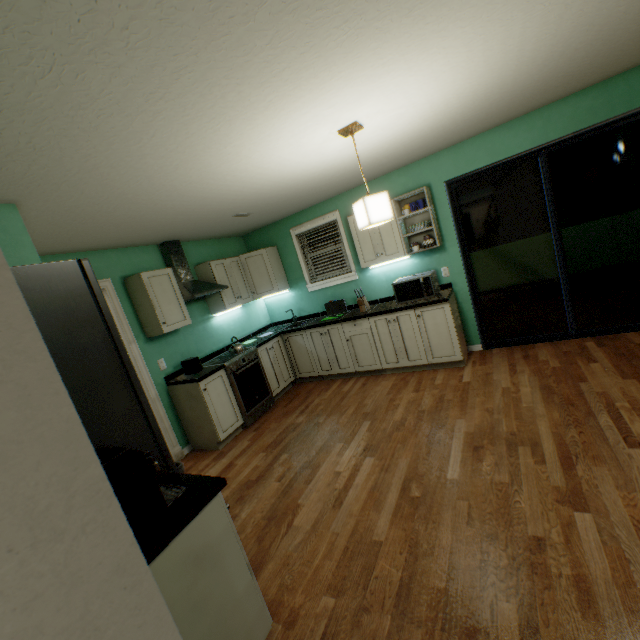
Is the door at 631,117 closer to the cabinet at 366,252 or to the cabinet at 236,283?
the cabinet at 366,252

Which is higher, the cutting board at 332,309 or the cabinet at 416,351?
the cutting board at 332,309

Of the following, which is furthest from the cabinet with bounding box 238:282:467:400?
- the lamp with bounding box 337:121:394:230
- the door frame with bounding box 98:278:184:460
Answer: the lamp with bounding box 337:121:394:230

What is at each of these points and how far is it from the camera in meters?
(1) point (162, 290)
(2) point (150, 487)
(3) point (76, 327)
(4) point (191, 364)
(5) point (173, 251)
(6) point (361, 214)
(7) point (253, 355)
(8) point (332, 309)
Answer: (1) cabinet, 3.6
(2) coffee machine, 1.3
(3) refrigerator, 1.4
(4) toaster, 3.7
(5) cooker hood, 4.0
(6) lamp, 2.3
(7) cooker stove, 4.2
(8) cutting board, 4.8

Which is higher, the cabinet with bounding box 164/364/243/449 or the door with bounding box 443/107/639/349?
the door with bounding box 443/107/639/349

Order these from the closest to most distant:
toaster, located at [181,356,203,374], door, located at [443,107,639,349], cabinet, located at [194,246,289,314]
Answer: door, located at [443,107,639,349]
toaster, located at [181,356,203,374]
cabinet, located at [194,246,289,314]

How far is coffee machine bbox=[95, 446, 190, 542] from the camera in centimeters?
117cm

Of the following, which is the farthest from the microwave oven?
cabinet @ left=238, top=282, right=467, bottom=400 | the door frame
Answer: the door frame
